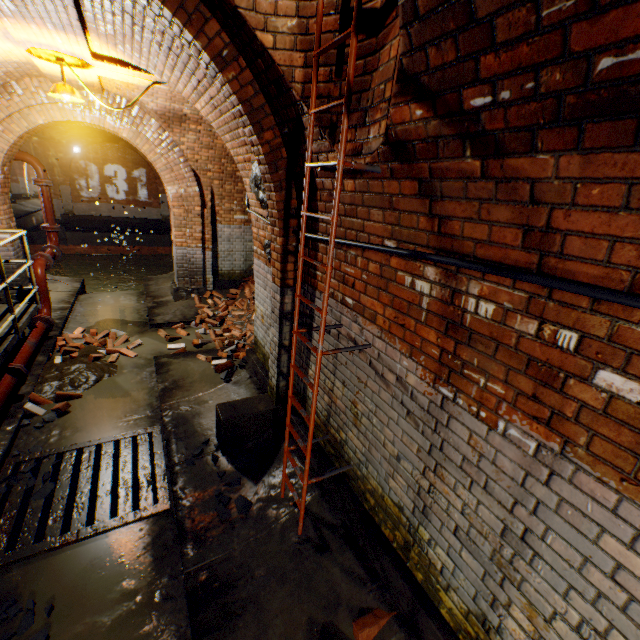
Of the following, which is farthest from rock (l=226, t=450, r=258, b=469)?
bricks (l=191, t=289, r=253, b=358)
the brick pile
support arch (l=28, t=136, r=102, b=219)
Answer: support arch (l=28, t=136, r=102, b=219)

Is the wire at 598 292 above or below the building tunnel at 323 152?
below

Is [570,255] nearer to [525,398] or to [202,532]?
[525,398]

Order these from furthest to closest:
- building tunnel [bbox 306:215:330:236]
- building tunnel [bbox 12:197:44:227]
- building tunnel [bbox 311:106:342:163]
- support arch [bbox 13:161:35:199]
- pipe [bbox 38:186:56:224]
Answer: support arch [bbox 13:161:35:199] → building tunnel [bbox 12:197:44:227] → pipe [bbox 38:186:56:224] → building tunnel [bbox 306:215:330:236] → building tunnel [bbox 311:106:342:163]

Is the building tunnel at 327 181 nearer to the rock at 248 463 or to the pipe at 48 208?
the rock at 248 463

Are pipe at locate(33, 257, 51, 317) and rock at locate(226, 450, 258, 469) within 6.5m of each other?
yes

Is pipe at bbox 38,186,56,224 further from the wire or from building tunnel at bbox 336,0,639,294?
the wire

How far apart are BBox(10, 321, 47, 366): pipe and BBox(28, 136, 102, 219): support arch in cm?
1538
